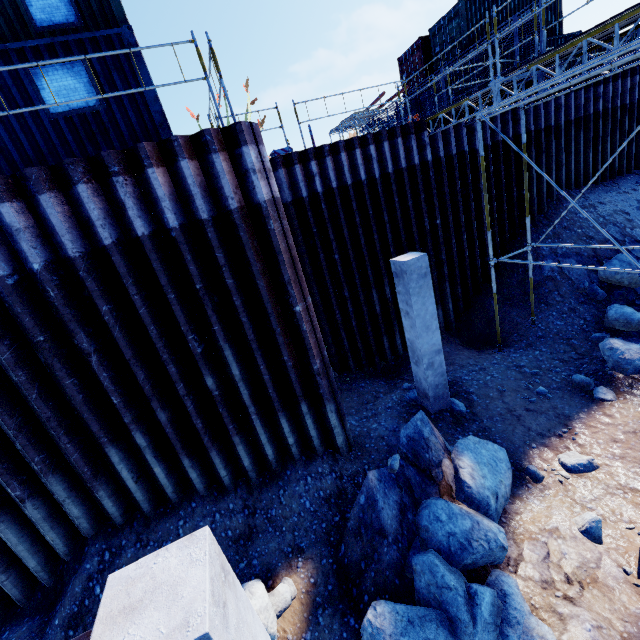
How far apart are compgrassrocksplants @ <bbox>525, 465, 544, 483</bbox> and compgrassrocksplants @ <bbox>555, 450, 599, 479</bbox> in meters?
0.2

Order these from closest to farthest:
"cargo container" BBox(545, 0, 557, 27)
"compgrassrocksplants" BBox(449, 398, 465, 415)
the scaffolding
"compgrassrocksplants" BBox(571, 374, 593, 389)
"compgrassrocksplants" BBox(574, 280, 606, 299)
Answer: the scaffolding < "compgrassrocksplants" BBox(571, 374, 593, 389) < "compgrassrocksplants" BBox(449, 398, 465, 415) < "compgrassrocksplants" BBox(574, 280, 606, 299) < "cargo container" BBox(545, 0, 557, 27)

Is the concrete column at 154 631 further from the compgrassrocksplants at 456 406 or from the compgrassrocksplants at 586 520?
the compgrassrocksplants at 456 406

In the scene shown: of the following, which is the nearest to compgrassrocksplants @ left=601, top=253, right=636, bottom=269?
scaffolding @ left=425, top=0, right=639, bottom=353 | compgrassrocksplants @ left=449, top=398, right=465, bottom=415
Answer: scaffolding @ left=425, top=0, right=639, bottom=353

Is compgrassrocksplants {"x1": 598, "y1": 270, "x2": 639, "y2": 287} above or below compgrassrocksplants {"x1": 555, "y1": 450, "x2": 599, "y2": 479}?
above

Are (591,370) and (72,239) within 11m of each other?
no

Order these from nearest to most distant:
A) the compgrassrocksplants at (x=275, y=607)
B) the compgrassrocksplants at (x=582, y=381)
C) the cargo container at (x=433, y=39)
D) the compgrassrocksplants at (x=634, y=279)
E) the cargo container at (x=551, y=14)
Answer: the compgrassrocksplants at (x=275, y=607) → the compgrassrocksplants at (x=582, y=381) → the compgrassrocksplants at (x=634, y=279) → the cargo container at (x=433, y=39) → the cargo container at (x=551, y=14)

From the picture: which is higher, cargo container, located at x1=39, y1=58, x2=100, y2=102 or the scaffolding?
cargo container, located at x1=39, y1=58, x2=100, y2=102
